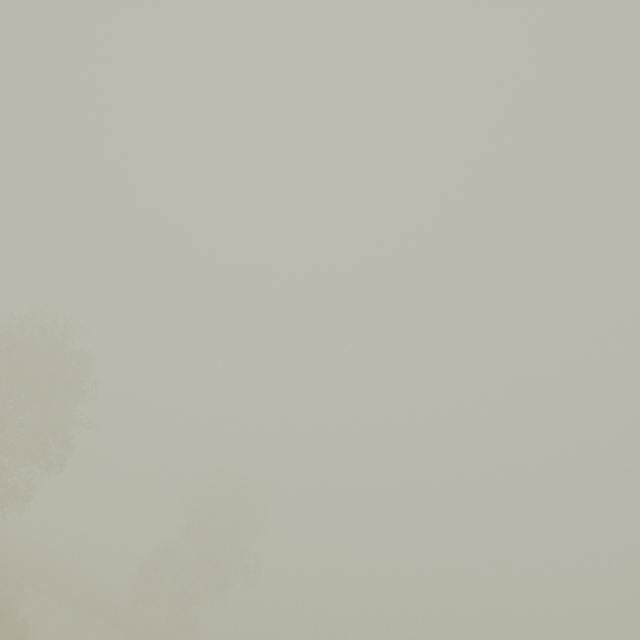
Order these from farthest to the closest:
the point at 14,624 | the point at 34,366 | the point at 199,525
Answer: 1. the point at 199,525
2. the point at 34,366
3. the point at 14,624
